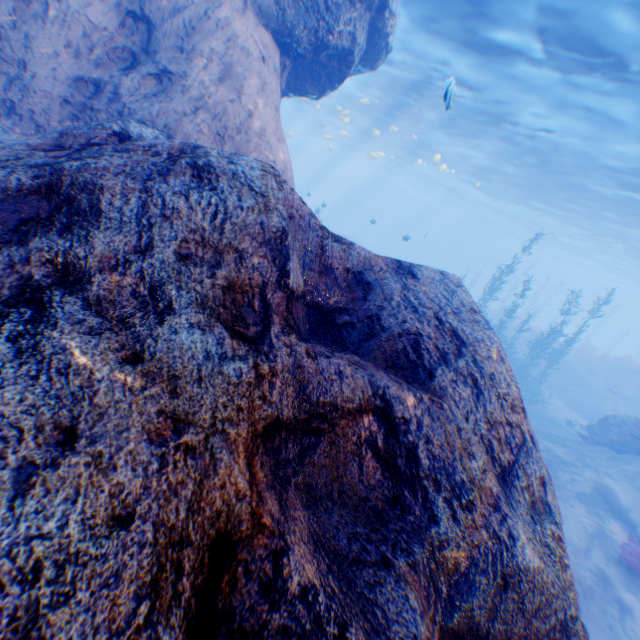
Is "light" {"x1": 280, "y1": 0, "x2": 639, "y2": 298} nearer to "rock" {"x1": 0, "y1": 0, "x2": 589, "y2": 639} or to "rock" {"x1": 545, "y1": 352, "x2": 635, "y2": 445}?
"rock" {"x1": 0, "y1": 0, "x2": 589, "y2": 639}

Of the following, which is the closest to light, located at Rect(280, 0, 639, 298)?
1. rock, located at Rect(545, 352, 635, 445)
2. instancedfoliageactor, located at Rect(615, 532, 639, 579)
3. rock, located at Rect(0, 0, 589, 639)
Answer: rock, located at Rect(0, 0, 589, 639)

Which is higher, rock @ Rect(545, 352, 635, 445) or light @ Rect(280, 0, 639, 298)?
light @ Rect(280, 0, 639, 298)

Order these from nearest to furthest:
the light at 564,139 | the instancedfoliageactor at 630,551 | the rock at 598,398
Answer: the instancedfoliageactor at 630,551
the light at 564,139
the rock at 598,398

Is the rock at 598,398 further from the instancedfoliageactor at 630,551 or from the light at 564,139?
the instancedfoliageactor at 630,551

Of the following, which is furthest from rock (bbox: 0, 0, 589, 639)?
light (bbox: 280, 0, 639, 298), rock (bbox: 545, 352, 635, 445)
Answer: rock (bbox: 545, 352, 635, 445)

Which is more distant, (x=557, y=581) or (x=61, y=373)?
(x=557, y=581)

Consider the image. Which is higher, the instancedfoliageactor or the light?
the light
